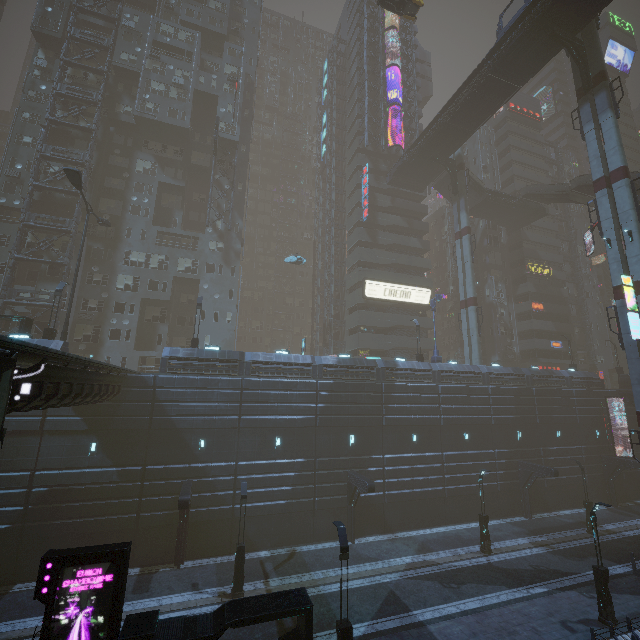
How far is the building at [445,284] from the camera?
58.28m

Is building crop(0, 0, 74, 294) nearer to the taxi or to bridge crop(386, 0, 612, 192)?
bridge crop(386, 0, 612, 192)

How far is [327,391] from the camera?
26.58m

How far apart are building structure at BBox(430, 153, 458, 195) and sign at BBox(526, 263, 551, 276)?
19.4 meters

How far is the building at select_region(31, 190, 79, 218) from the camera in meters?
33.8

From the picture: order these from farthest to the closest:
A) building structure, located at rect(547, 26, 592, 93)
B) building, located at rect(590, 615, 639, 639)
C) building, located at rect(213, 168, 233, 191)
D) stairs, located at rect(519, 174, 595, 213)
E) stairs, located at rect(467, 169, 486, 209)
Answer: stairs, located at rect(467, 169, 486, 209)
building, located at rect(213, 168, 233, 191)
stairs, located at rect(519, 174, 595, 213)
building structure, located at rect(547, 26, 592, 93)
building, located at rect(590, 615, 639, 639)

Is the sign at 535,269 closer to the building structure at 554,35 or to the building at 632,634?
the building at 632,634
